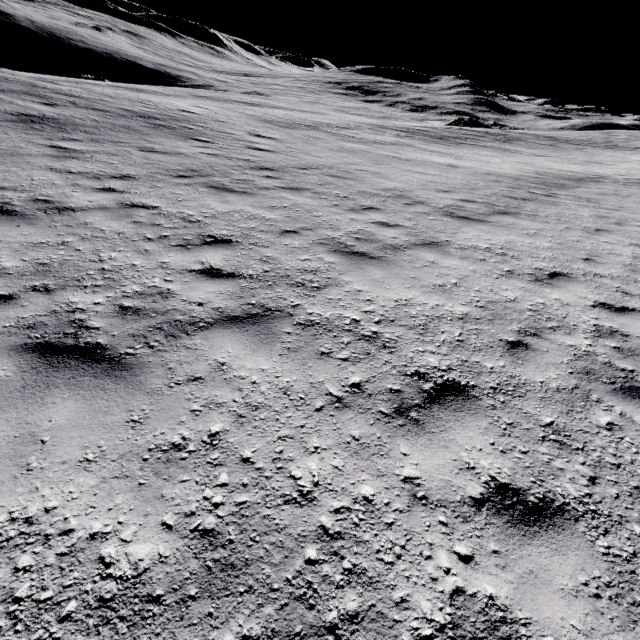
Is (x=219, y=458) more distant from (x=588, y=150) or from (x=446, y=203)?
(x=588, y=150)
